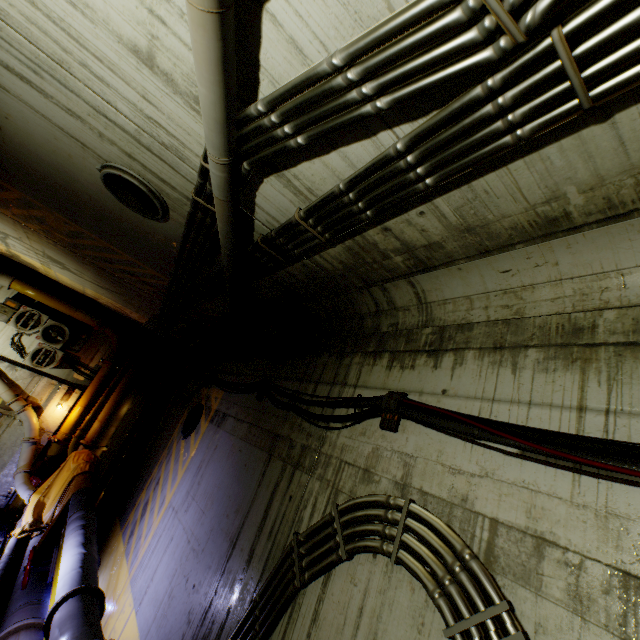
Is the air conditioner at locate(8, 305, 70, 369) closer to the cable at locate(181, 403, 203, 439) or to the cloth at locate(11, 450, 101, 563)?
the cloth at locate(11, 450, 101, 563)

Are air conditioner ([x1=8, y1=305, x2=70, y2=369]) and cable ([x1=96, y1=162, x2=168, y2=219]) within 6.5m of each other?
no

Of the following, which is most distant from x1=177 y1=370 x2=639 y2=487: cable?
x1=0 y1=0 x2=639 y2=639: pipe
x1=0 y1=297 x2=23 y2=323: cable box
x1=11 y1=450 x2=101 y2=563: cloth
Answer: x1=0 y1=297 x2=23 y2=323: cable box

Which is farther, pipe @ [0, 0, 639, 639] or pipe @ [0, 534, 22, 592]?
pipe @ [0, 534, 22, 592]

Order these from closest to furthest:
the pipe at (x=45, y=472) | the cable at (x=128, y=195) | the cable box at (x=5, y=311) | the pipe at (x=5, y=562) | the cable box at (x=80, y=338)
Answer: the pipe at (x=45, y=472), the cable at (x=128, y=195), the pipe at (x=5, y=562), the cable box at (x=5, y=311), the cable box at (x=80, y=338)

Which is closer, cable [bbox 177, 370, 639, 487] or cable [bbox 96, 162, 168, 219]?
cable [bbox 177, 370, 639, 487]

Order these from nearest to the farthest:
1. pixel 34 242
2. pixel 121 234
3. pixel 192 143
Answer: pixel 192 143, pixel 121 234, pixel 34 242

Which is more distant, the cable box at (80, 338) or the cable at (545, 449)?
the cable box at (80, 338)
